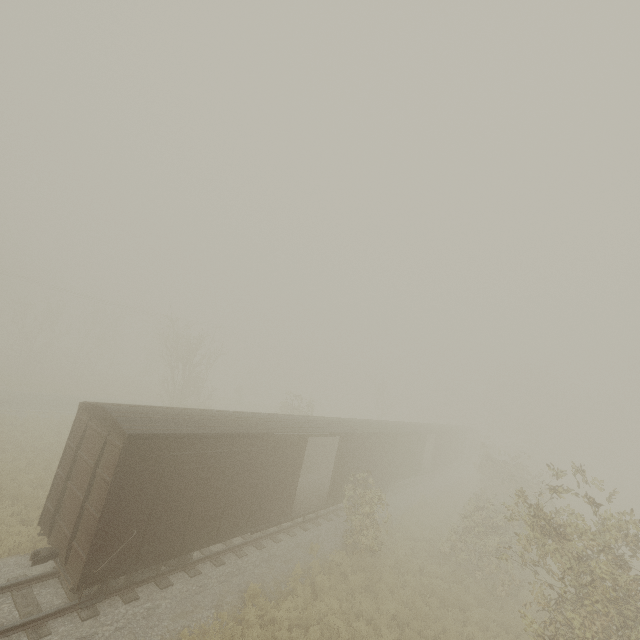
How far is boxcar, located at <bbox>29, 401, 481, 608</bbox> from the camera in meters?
8.2 m

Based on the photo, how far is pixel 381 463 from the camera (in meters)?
20.92

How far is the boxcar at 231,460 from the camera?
8.2m
